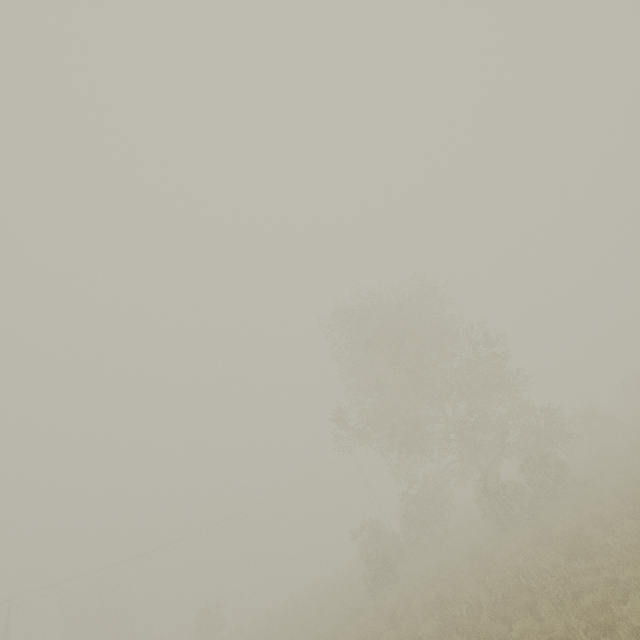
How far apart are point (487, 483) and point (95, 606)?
65.4 meters
